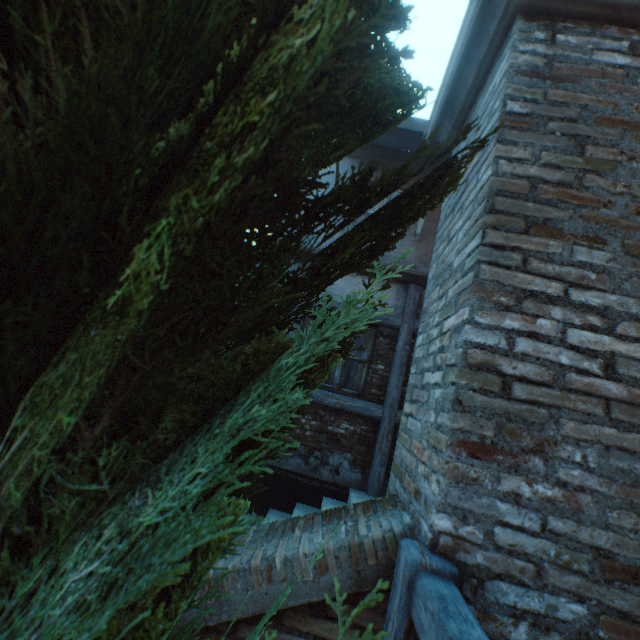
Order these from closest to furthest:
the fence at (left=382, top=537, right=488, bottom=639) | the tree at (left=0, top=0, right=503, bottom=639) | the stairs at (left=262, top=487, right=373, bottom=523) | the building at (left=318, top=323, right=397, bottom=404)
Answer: the tree at (left=0, top=0, right=503, bottom=639), the fence at (left=382, top=537, right=488, bottom=639), the stairs at (left=262, top=487, right=373, bottom=523), the building at (left=318, top=323, right=397, bottom=404)

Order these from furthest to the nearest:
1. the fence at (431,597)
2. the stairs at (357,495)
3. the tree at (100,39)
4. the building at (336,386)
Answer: the building at (336,386) < the stairs at (357,495) < the fence at (431,597) < the tree at (100,39)

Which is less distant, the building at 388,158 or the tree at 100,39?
the tree at 100,39

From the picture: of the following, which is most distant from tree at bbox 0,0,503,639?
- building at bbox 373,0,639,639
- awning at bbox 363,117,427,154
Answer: awning at bbox 363,117,427,154

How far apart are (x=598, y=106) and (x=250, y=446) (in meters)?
2.28

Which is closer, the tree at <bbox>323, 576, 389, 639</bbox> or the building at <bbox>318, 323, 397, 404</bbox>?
the tree at <bbox>323, 576, 389, 639</bbox>

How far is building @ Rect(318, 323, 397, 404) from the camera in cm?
576

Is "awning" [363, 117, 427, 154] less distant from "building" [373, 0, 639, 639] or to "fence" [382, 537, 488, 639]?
"building" [373, 0, 639, 639]
